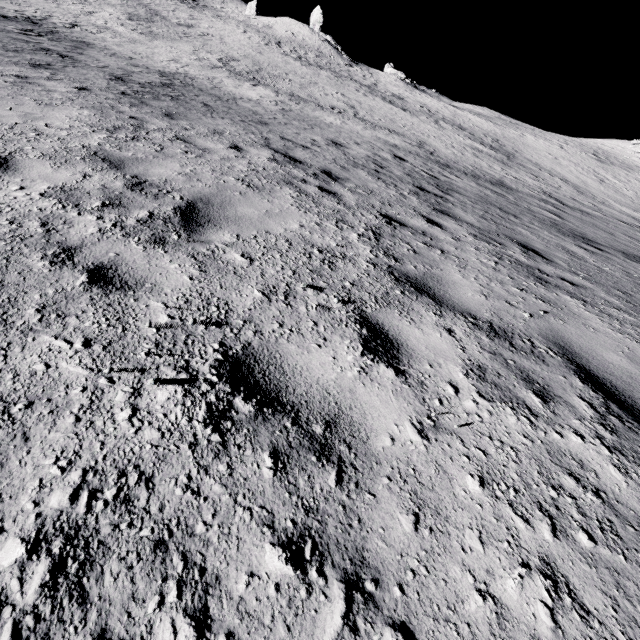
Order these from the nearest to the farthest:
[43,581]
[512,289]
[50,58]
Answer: [43,581]
[512,289]
[50,58]
